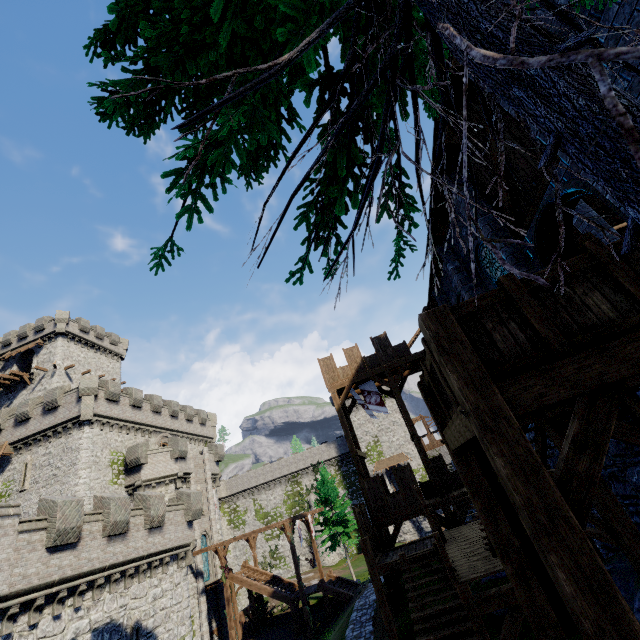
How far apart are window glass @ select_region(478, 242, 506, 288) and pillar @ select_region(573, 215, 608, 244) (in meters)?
3.65

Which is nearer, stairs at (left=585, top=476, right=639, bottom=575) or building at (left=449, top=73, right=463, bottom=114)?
stairs at (left=585, top=476, right=639, bottom=575)

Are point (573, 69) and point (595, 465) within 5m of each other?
yes

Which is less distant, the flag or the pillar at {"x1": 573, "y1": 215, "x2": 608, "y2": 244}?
the pillar at {"x1": 573, "y1": 215, "x2": 608, "y2": 244}

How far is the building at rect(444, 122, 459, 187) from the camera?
6.95m

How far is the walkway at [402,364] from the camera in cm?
1975

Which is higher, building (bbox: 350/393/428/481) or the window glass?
building (bbox: 350/393/428/481)

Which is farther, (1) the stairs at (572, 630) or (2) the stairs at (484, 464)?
(2) the stairs at (484, 464)
